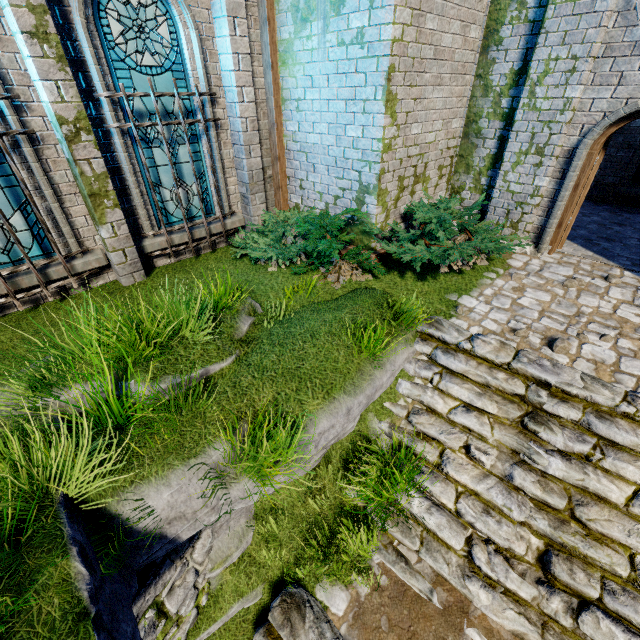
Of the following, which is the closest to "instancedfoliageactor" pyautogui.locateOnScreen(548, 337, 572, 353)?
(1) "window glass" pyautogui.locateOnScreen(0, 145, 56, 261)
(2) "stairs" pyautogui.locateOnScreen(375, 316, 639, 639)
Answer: (2) "stairs" pyautogui.locateOnScreen(375, 316, 639, 639)

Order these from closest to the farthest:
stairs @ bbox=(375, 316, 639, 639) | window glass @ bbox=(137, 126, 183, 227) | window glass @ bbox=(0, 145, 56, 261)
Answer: stairs @ bbox=(375, 316, 639, 639) → window glass @ bbox=(0, 145, 56, 261) → window glass @ bbox=(137, 126, 183, 227)

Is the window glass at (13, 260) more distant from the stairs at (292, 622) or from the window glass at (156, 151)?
the stairs at (292, 622)

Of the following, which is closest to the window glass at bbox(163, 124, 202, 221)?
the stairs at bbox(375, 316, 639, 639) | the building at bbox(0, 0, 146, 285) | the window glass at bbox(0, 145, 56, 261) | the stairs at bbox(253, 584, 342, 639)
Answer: the building at bbox(0, 0, 146, 285)

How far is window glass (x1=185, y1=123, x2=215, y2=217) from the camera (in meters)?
6.27

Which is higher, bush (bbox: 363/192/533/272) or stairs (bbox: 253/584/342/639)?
bush (bbox: 363/192/533/272)

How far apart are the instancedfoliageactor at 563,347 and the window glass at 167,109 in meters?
7.0

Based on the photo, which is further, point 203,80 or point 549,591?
point 203,80
